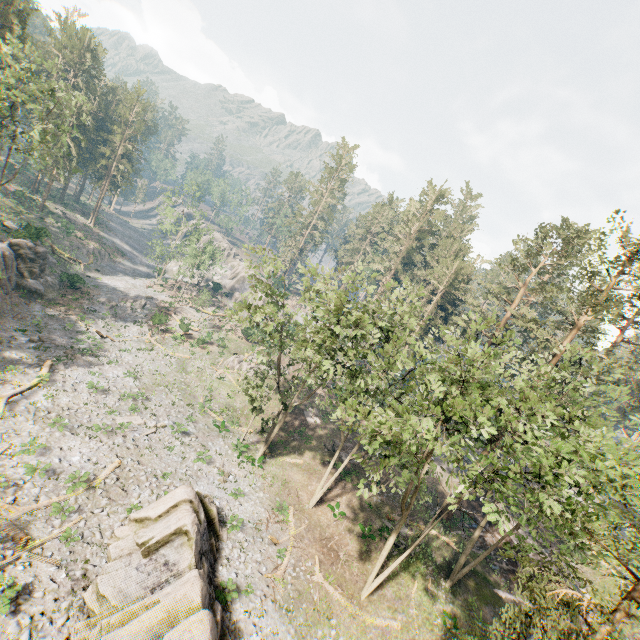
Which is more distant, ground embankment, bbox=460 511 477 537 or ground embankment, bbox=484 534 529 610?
ground embankment, bbox=460 511 477 537

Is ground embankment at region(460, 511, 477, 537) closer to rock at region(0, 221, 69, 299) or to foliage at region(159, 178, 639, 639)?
foliage at region(159, 178, 639, 639)

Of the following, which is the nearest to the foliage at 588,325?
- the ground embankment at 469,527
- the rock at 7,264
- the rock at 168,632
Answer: the ground embankment at 469,527

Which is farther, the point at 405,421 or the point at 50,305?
the point at 50,305

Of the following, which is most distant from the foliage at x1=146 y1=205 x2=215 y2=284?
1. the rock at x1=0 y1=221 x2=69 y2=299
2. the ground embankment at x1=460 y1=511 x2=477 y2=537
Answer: the rock at x1=0 y1=221 x2=69 y2=299

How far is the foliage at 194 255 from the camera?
50.31m

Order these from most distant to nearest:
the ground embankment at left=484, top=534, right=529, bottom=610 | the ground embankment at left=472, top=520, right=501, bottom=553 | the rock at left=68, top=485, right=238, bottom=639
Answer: the ground embankment at left=472, top=520, right=501, bottom=553, the ground embankment at left=484, top=534, right=529, bottom=610, the rock at left=68, top=485, right=238, bottom=639

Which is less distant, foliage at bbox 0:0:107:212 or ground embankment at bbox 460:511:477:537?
foliage at bbox 0:0:107:212
